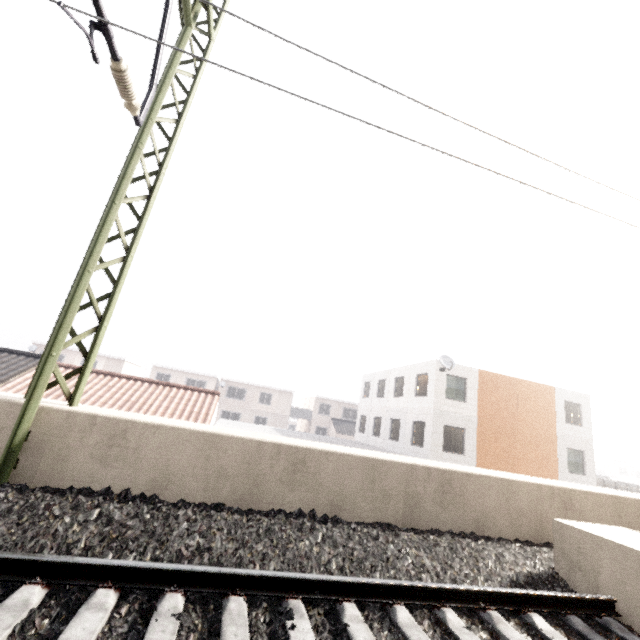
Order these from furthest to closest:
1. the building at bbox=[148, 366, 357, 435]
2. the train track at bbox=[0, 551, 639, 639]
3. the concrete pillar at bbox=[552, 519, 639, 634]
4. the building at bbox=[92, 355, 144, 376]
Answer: the building at bbox=[148, 366, 357, 435] → the building at bbox=[92, 355, 144, 376] → the concrete pillar at bbox=[552, 519, 639, 634] → the train track at bbox=[0, 551, 639, 639]

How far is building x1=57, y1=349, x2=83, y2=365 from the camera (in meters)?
35.75

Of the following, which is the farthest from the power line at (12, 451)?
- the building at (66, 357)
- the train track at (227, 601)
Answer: the building at (66, 357)

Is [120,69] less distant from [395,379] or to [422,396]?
[422,396]

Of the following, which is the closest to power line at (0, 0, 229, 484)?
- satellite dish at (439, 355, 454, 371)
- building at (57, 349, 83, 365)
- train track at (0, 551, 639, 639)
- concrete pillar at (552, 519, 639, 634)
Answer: train track at (0, 551, 639, 639)

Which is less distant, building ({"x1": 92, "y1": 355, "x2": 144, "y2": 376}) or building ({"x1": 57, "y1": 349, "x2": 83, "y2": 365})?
building ({"x1": 57, "y1": 349, "x2": 83, "y2": 365})

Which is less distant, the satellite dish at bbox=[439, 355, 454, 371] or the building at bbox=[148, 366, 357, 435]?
the satellite dish at bbox=[439, 355, 454, 371]

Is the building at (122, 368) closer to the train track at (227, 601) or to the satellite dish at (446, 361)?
the satellite dish at (446, 361)
